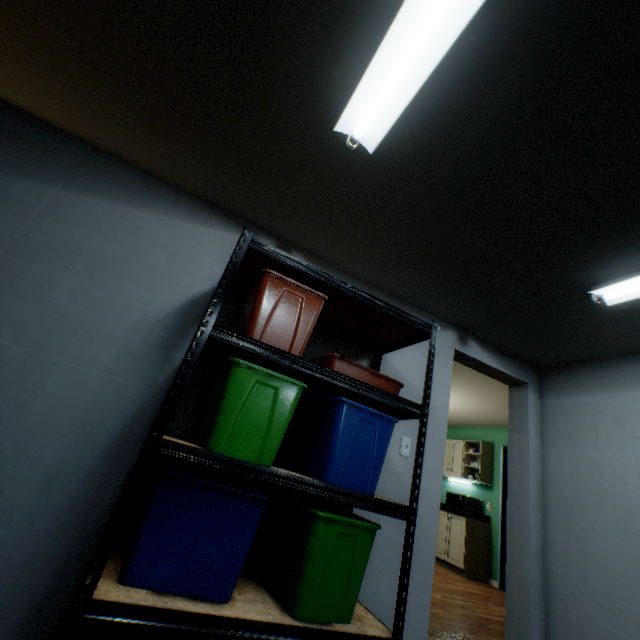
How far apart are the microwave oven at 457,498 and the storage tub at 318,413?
5.4m

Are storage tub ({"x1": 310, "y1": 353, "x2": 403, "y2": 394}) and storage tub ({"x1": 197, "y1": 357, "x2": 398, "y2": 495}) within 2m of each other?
yes

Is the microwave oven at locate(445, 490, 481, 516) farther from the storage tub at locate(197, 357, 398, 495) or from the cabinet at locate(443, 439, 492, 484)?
the storage tub at locate(197, 357, 398, 495)

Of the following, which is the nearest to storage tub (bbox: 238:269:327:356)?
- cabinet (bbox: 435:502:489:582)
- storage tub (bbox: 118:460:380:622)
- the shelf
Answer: the shelf

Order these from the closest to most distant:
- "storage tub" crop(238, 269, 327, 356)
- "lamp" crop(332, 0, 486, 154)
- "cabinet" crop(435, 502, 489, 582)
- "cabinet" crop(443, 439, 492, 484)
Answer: "lamp" crop(332, 0, 486, 154), "storage tub" crop(238, 269, 327, 356), "cabinet" crop(435, 502, 489, 582), "cabinet" crop(443, 439, 492, 484)

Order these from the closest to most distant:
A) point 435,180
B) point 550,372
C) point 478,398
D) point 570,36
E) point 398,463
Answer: point 570,36 → point 435,180 → point 398,463 → point 550,372 → point 478,398

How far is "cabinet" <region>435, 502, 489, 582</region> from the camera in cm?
514

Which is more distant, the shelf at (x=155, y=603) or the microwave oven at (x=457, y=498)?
the microwave oven at (x=457, y=498)
